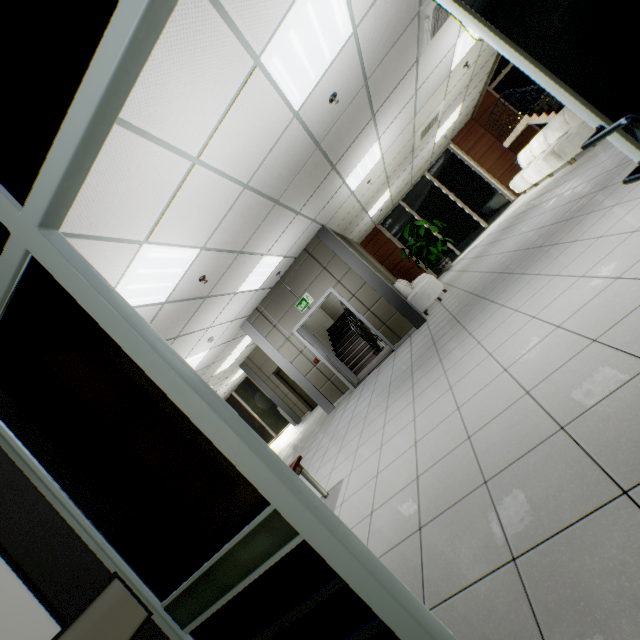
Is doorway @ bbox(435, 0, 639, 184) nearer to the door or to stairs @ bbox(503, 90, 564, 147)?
the door

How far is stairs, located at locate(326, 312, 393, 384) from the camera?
8.8m

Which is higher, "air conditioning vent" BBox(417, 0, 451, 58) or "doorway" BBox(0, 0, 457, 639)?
"air conditioning vent" BBox(417, 0, 451, 58)

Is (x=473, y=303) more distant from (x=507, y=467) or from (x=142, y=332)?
(x=142, y=332)

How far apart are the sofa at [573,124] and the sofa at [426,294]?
4.0 meters

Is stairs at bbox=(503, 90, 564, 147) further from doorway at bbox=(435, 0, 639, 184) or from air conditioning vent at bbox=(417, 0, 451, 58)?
doorway at bbox=(435, 0, 639, 184)

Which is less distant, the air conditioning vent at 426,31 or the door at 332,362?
the air conditioning vent at 426,31

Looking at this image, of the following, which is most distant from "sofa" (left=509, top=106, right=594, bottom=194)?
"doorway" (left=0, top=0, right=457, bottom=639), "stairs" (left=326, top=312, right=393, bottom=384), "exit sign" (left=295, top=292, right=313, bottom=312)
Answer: "doorway" (left=0, top=0, right=457, bottom=639)
